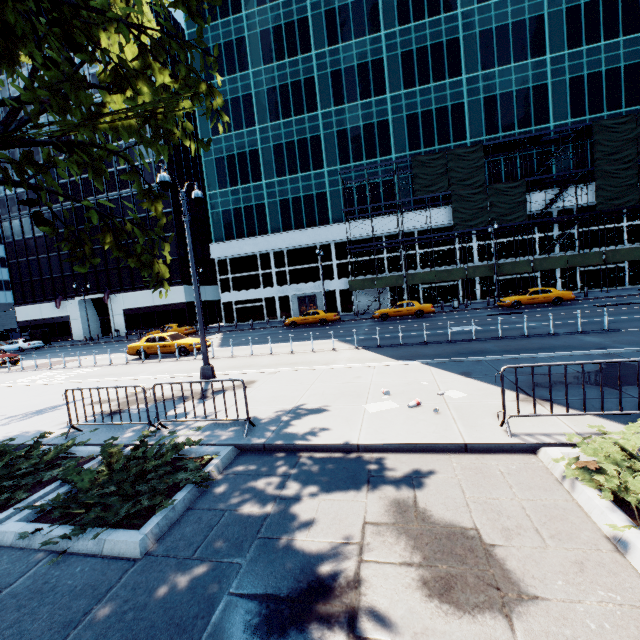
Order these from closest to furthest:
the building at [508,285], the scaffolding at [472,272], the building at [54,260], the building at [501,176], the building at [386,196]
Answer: the scaffolding at [472,272], the building at [501,176], the building at [508,285], the building at [386,196], the building at [54,260]

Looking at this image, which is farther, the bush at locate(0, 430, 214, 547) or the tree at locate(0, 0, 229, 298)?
the tree at locate(0, 0, 229, 298)

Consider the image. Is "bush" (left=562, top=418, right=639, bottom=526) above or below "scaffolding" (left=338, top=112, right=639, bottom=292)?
below

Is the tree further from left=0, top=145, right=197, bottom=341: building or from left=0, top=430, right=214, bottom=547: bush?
left=0, top=145, right=197, bottom=341: building

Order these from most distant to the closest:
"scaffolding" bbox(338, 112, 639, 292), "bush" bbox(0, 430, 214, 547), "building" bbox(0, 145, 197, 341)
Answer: "building" bbox(0, 145, 197, 341) < "scaffolding" bbox(338, 112, 639, 292) < "bush" bbox(0, 430, 214, 547)

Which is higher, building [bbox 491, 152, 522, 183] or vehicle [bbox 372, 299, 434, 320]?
building [bbox 491, 152, 522, 183]

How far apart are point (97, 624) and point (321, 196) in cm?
4029

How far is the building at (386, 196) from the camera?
36.7m
